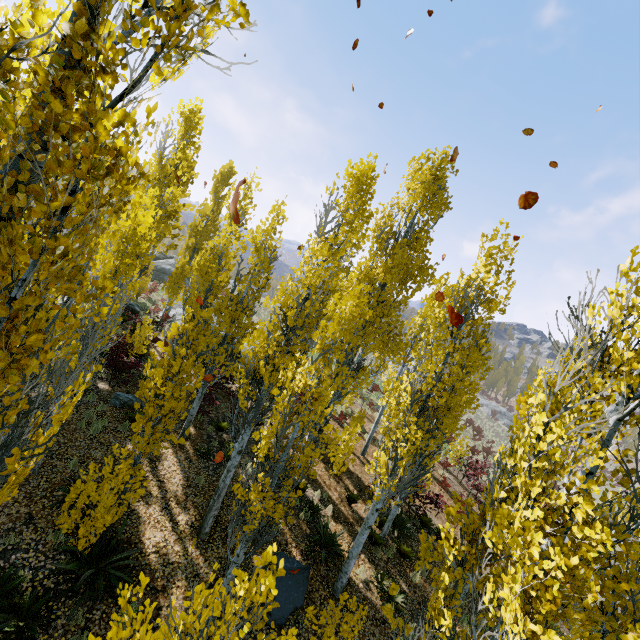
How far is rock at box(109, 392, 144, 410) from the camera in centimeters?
1184cm

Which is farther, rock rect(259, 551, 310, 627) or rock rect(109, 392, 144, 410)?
rock rect(109, 392, 144, 410)

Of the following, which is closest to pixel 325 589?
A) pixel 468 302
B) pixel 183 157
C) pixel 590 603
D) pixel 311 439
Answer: pixel 311 439

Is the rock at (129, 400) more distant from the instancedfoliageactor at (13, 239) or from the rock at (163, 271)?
the rock at (163, 271)

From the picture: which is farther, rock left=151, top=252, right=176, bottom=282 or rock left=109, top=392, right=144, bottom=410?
rock left=151, top=252, right=176, bottom=282

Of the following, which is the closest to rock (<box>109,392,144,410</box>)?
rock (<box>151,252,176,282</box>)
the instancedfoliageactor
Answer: the instancedfoliageactor
